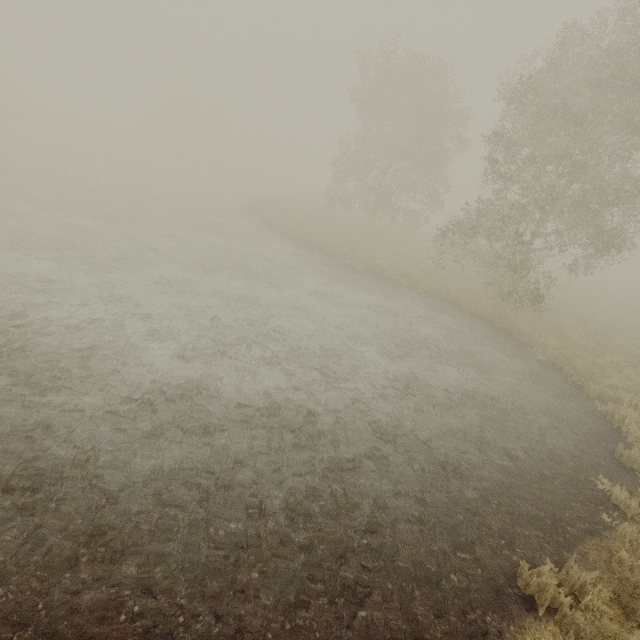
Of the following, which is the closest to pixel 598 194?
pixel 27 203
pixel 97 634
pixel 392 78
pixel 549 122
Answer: pixel 549 122
